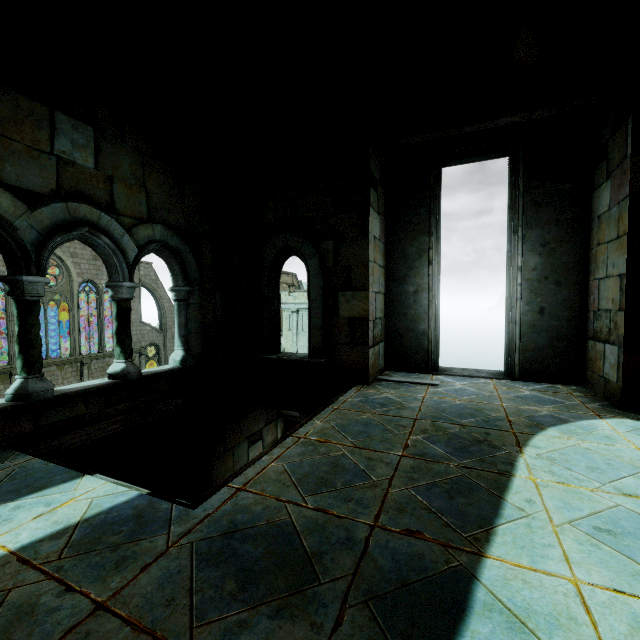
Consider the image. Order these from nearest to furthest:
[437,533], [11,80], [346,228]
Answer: [437,533], [11,80], [346,228]
